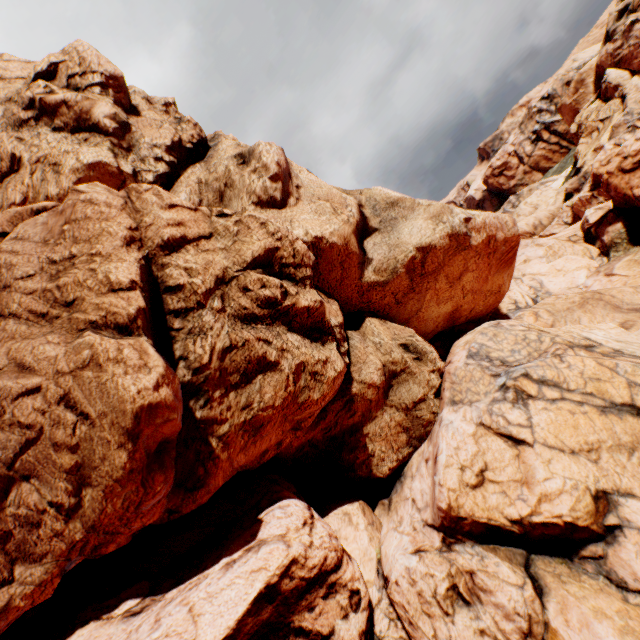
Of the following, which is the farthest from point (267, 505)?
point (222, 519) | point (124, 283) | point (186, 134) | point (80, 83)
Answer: point (80, 83)
